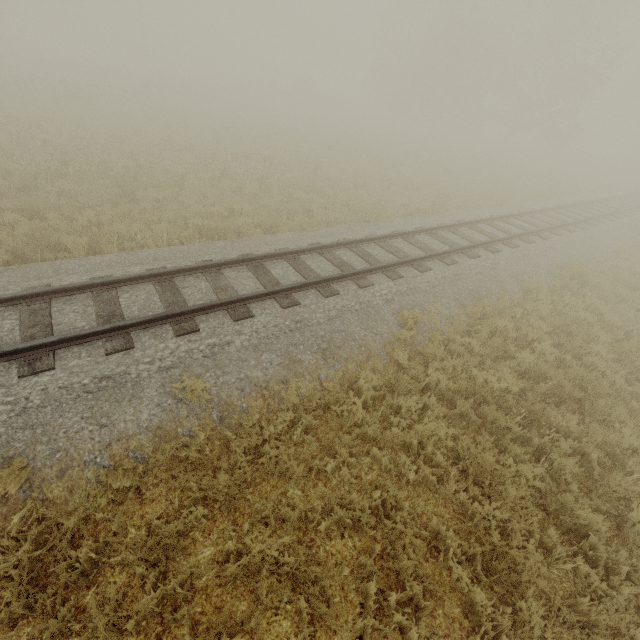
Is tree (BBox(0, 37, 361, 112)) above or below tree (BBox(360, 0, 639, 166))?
below

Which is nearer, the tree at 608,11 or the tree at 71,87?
the tree at 71,87

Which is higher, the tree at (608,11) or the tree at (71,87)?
the tree at (608,11)

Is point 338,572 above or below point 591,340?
below

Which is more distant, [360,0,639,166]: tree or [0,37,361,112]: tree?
[360,0,639,166]: tree
